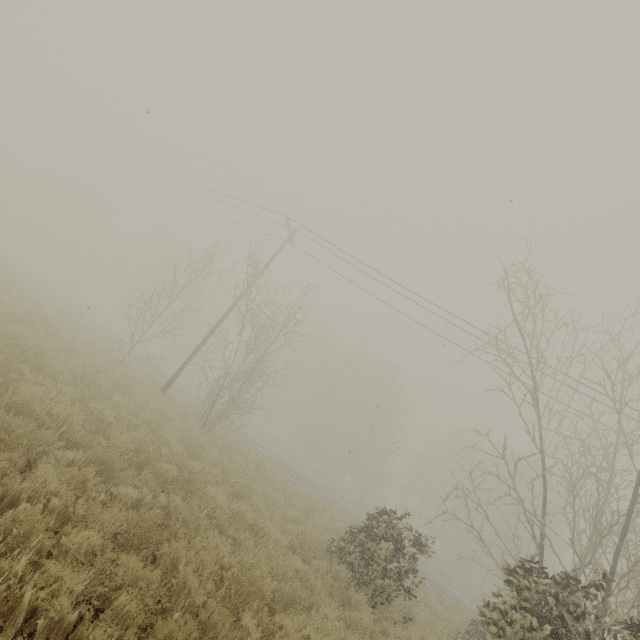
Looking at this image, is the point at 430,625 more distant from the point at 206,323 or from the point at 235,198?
the point at 206,323
